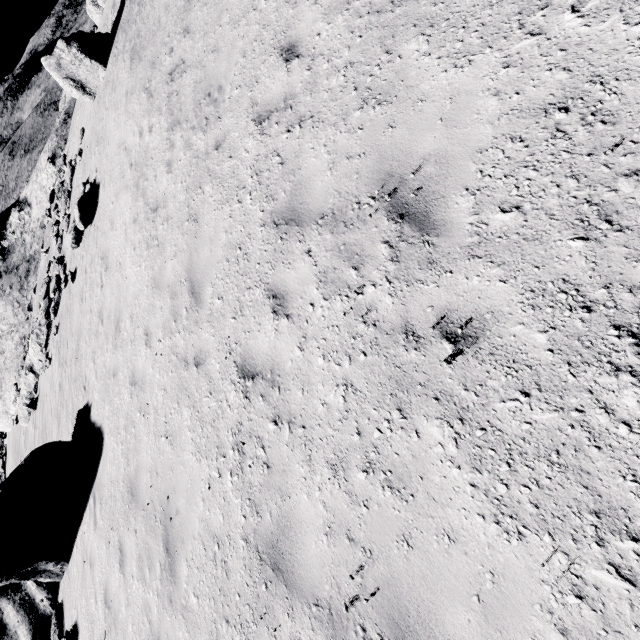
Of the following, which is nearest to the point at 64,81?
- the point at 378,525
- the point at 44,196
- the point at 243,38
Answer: the point at 44,196

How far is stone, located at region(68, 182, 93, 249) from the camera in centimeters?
1245cm

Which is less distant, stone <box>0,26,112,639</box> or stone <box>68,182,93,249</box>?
stone <box>0,26,112,639</box>

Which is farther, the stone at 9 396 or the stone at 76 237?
the stone at 76 237

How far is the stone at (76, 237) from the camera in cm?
1245
